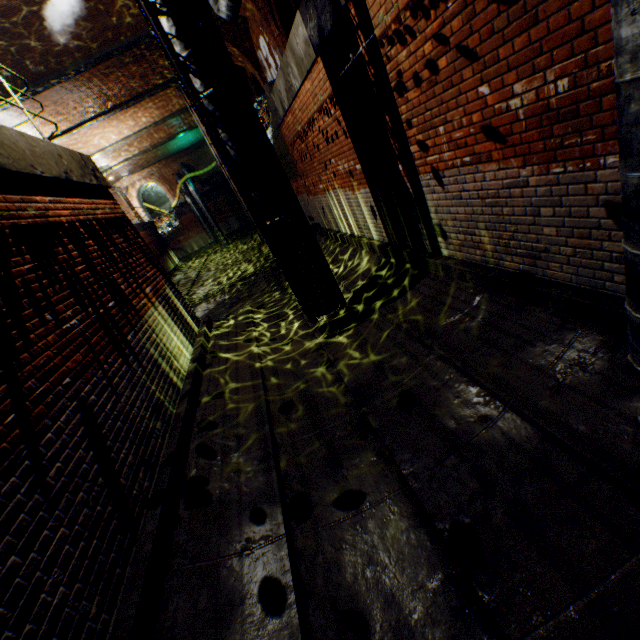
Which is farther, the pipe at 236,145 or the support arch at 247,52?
the support arch at 247,52

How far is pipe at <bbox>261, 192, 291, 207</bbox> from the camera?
5.36m

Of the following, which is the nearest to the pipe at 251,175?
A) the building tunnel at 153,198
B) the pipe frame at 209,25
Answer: the pipe frame at 209,25

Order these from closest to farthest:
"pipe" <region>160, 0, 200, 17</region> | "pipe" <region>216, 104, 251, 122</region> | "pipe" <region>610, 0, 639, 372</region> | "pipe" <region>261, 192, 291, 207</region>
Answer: "pipe" <region>610, 0, 639, 372</region>, "pipe" <region>160, 0, 200, 17</region>, "pipe" <region>216, 104, 251, 122</region>, "pipe" <region>261, 192, 291, 207</region>

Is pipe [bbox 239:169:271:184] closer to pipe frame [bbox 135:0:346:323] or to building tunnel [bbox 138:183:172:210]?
pipe frame [bbox 135:0:346:323]

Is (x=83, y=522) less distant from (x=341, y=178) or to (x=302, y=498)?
(x=302, y=498)

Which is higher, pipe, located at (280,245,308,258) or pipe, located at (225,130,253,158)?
pipe, located at (225,130,253,158)

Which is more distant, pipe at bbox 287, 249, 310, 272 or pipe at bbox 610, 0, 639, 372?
pipe at bbox 287, 249, 310, 272
